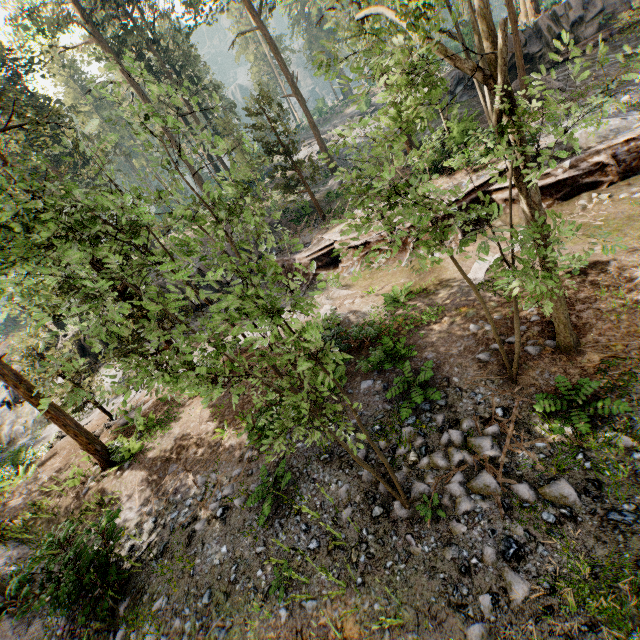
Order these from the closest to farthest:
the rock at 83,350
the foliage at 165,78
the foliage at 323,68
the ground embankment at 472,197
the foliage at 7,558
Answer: the foliage at 165,78 < the foliage at 7,558 < the foliage at 323,68 < the ground embankment at 472,197 < the rock at 83,350

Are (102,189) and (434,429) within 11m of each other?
yes

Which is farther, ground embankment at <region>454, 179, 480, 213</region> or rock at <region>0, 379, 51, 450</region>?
rock at <region>0, 379, 51, 450</region>

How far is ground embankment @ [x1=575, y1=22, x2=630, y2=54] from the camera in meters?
22.3 m

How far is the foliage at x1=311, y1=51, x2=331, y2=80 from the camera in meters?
7.9

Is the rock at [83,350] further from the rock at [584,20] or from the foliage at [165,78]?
the rock at [584,20]

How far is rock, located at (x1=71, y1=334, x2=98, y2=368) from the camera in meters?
24.1

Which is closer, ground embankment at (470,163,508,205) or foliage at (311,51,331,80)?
foliage at (311,51,331,80)
